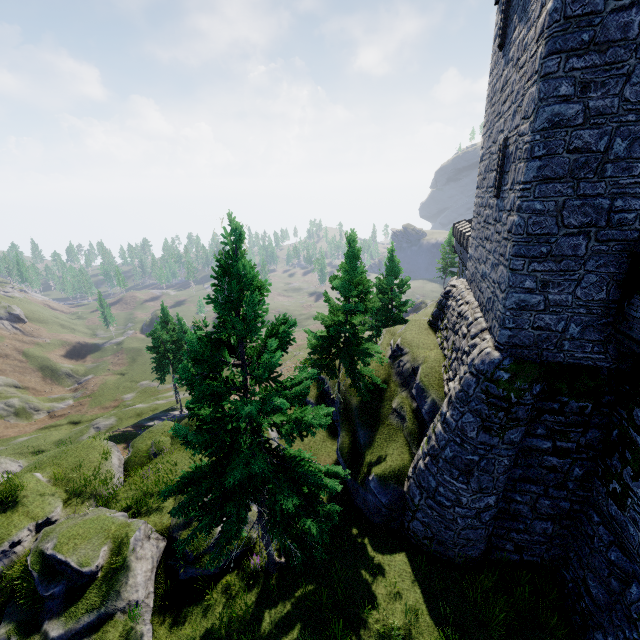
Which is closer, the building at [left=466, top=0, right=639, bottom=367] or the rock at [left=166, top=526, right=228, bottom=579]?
the building at [left=466, top=0, right=639, bottom=367]

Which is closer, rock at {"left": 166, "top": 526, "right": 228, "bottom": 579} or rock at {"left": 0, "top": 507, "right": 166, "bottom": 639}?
rock at {"left": 0, "top": 507, "right": 166, "bottom": 639}

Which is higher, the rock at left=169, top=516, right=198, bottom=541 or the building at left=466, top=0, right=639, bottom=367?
the building at left=466, top=0, right=639, bottom=367

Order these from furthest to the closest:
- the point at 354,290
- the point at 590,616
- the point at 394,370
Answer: the point at 394,370 < the point at 354,290 < the point at 590,616

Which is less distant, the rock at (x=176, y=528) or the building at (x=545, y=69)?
the building at (x=545, y=69)

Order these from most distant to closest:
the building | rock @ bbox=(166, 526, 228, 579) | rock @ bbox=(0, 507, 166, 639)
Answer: rock @ bbox=(166, 526, 228, 579), rock @ bbox=(0, 507, 166, 639), the building

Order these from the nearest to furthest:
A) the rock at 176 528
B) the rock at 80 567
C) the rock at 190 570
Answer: the rock at 80 567 < the rock at 190 570 < the rock at 176 528
